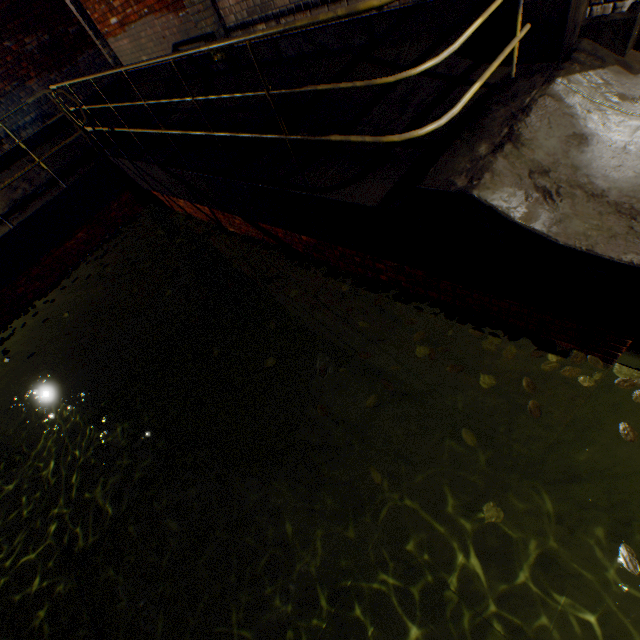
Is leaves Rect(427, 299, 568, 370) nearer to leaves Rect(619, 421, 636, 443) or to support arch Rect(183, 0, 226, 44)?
leaves Rect(619, 421, 636, 443)

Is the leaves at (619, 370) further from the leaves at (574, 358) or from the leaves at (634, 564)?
the leaves at (634, 564)

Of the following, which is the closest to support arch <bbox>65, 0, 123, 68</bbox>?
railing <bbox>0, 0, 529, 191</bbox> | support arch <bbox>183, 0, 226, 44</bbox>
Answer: support arch <bbox>183, 0, 226, 44</bbox>

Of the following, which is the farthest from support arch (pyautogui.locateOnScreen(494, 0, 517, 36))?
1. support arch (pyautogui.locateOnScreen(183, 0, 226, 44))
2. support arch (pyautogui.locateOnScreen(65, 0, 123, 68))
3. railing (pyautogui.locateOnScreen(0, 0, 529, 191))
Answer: support arch (pyautogui.locateOnScreen(65, 0, 123, 68))

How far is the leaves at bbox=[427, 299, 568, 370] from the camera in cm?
278

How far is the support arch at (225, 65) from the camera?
5.5m

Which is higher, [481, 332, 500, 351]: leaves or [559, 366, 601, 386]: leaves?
[481, 332, 500, 351]: leaves

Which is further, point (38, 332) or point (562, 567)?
point (38, 332)
